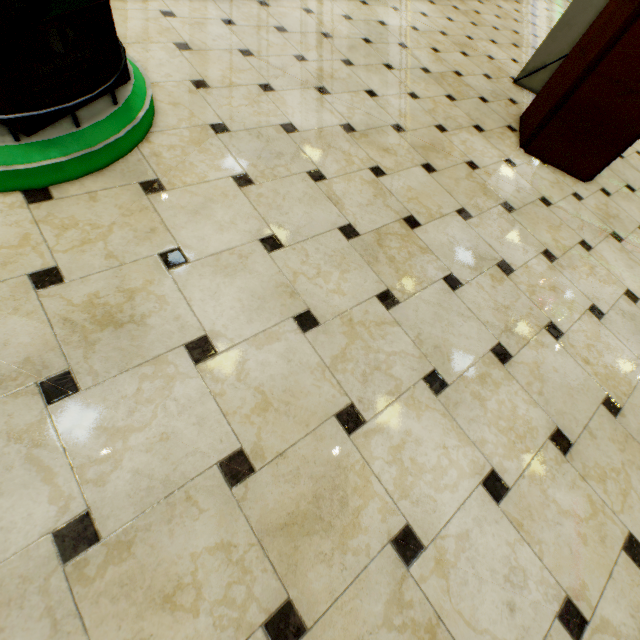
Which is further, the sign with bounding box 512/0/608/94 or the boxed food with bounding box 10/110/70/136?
the sign with bounding box 512/0/608/94

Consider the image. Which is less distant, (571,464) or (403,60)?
(571,464)

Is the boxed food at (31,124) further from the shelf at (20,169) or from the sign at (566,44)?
the sign at (566,44)

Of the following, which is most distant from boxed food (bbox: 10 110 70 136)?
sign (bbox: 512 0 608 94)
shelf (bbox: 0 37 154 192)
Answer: sign (bbox: 512 0 608 94)

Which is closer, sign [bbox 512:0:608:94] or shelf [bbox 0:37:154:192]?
shelf [bbox 0:37:154:192]

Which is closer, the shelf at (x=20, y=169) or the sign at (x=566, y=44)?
the shelf at (x=20, y=169)

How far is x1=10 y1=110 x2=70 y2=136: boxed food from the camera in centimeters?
126cm

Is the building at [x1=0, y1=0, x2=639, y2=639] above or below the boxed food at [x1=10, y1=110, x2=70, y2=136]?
below
